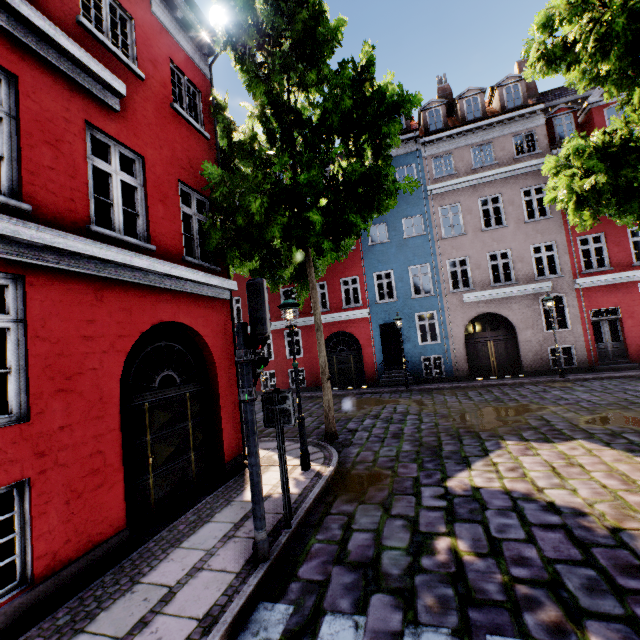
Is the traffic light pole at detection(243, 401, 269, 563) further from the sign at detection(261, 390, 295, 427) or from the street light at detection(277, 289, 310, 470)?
the street light at detection(277, 289, 310, 470)

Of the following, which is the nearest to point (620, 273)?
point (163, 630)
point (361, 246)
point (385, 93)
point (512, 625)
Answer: point (361, 246)

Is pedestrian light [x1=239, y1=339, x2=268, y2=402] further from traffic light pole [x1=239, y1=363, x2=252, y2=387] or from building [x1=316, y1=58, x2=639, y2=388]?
building [x1=316, y1=58, x2=639, y2=388]

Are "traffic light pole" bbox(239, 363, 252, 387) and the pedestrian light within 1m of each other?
yes

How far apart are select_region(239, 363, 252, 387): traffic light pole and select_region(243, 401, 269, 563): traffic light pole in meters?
0.2 m

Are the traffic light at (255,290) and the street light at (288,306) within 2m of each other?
no

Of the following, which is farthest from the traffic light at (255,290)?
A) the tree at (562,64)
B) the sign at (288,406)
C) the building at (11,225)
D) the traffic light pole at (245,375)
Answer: the tree at (562,64)

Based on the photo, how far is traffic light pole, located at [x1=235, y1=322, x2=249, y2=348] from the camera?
4.16m
